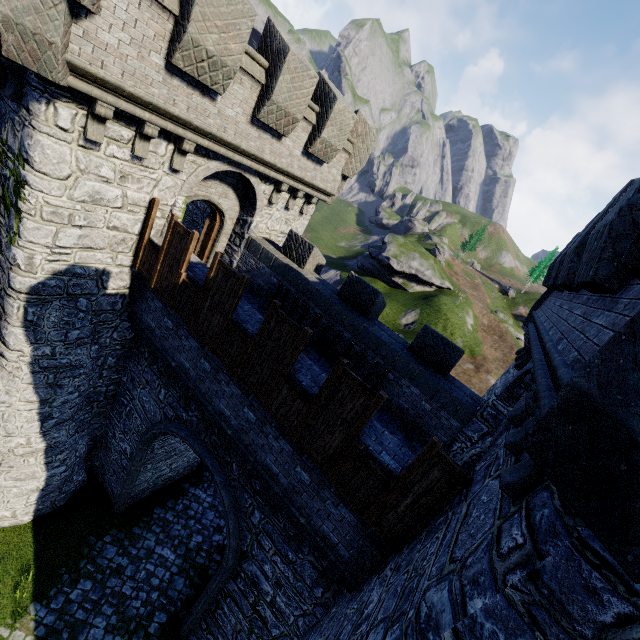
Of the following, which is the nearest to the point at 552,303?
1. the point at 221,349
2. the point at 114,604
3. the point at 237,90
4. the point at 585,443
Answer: the point at 585,443

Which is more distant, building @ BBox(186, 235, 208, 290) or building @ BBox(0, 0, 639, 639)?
building @ BBox(186, 235, 208, 290)

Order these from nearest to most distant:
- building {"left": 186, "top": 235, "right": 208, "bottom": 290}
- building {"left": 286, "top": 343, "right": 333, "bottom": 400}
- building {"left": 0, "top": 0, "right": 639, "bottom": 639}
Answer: building {"left": 0, "top": 0, "right": 639, "bottom": 639} < building {"left": 286, "top": 343, "right": 333, "bottom": 400} < building {"left": 186, "top": 235, "right": 208, "bottom": 290}

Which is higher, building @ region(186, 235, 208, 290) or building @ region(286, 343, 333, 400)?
building @ region(186, 235, 208, 290)

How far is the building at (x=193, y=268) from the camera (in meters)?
8.47

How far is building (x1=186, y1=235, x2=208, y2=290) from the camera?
8.5m
